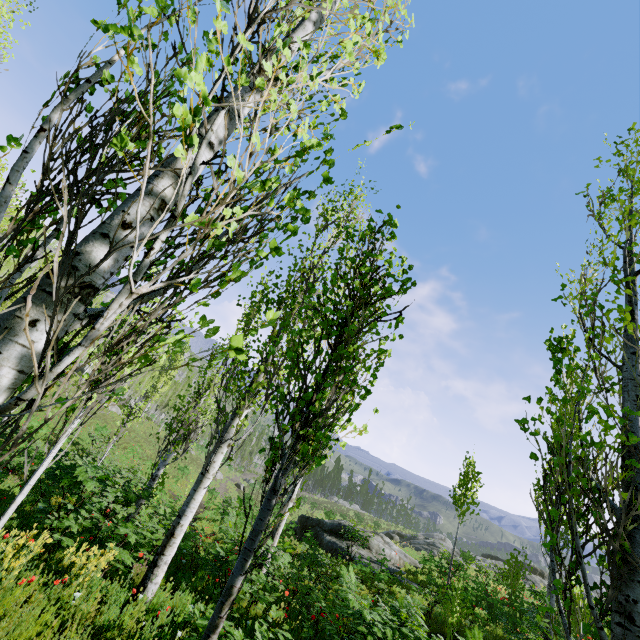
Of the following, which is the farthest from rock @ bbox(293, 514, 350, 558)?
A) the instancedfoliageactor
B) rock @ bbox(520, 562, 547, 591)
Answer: rock @ bbox(520, 562, 547, 591)

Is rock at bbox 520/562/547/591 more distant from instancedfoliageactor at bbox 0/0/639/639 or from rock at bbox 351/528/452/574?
rock at bbox 351/528/452/574

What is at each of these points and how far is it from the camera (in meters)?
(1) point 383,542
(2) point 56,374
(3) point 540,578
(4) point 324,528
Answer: (1) rock, 20.30
(2) instancedfoliageactor, 1.12
(3) rock, 29.58
(4) rock, 20.31

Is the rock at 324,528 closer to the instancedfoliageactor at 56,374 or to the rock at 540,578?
the instancedfoliageactor at 56,374

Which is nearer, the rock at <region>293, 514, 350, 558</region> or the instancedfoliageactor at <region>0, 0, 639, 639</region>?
the instancedfoliageactor at <region>0, 0, 639, 639</region>

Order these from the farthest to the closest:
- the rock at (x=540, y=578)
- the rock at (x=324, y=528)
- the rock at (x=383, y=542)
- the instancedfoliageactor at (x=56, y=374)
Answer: the rock at (x=540, y=578), the rock at (x=324, y=528), the rock at (x=383, y=542), the instancedfoliageactor at (x=56, y=374)

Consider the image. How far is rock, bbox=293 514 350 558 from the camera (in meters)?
17.70
